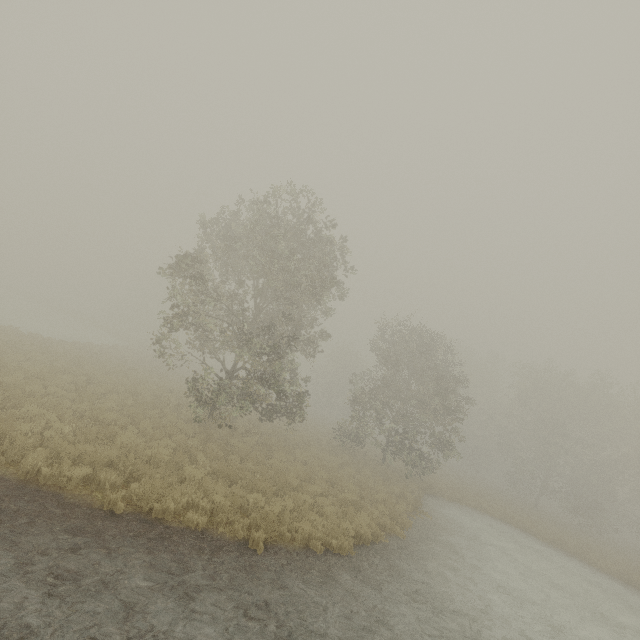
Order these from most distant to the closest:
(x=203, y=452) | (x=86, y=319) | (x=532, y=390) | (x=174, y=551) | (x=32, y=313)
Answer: (x=86, y=319) < (x=32, y=313) < (x=532, y=390) < (x=203, y=452) < (x=174, y=551)
